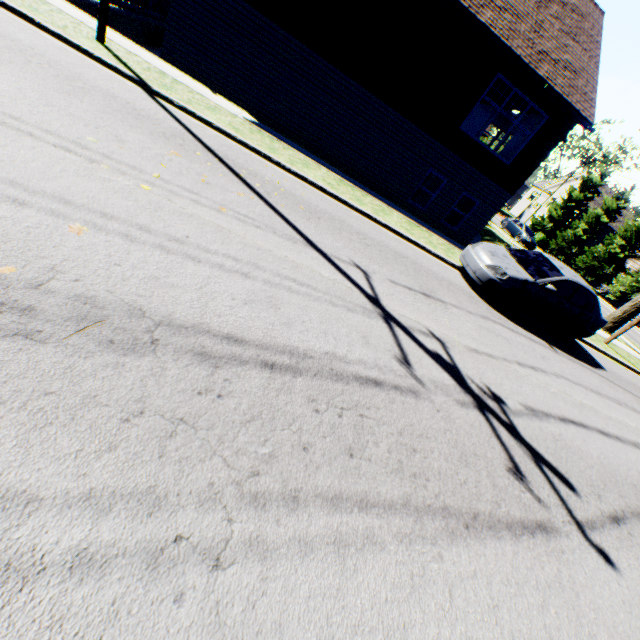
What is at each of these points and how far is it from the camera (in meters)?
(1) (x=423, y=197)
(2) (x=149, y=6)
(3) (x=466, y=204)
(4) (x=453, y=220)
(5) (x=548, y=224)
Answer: (1) garage door, 22.58
(2) fence, 14.08
(3) garage door, 17.56
(4) garage door, 18.09
(5) tree, 44.41

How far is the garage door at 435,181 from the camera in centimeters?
2130cm

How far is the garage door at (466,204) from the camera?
17.1m

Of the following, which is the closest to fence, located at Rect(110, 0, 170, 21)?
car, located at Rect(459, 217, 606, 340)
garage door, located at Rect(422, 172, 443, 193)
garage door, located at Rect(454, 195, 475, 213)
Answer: garage door, located at Rect(422, 172, 443, 193)

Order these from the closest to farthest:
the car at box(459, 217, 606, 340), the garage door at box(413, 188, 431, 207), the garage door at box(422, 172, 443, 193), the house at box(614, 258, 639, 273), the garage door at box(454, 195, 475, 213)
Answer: the car at box(459, 217, 606, 340) < the garage door at box(454, 195, 475, 213) < the garage door at box(422, 172, 443, 193) < the garage door at box(413, 188, 431, 207) < the house at box(614, 258, 639, 273)

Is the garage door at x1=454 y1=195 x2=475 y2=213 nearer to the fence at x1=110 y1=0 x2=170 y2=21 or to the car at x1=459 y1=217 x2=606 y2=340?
the car at x1=459 y1=217 x2=606 y2=340

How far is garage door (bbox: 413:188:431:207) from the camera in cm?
2190

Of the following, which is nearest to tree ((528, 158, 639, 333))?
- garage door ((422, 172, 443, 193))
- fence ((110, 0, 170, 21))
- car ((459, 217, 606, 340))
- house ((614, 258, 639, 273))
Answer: fence ((110, 0, 170, 21))
